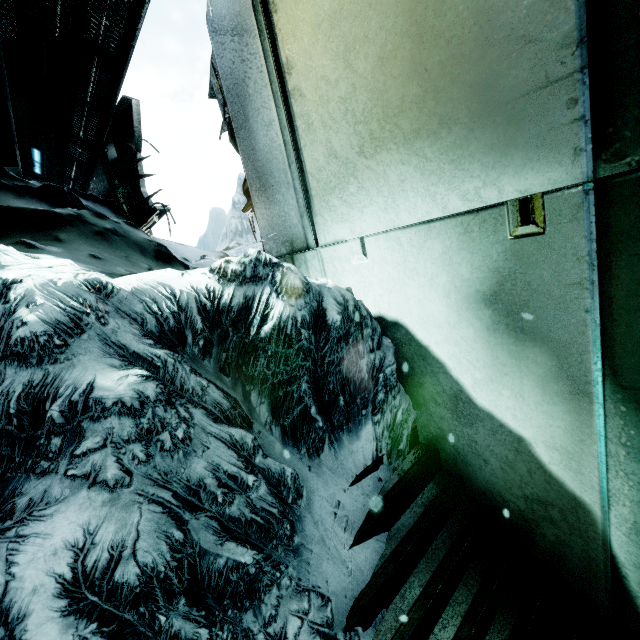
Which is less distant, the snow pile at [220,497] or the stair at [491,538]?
the snow pile at [220,497]

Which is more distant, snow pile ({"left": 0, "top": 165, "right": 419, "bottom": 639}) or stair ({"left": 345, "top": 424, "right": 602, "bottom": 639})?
stair ({"left": 345, "top": 424, "right": 602, "bottom": 639})

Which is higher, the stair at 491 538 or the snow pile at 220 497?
the snow pile at 220 497

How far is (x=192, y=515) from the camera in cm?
109

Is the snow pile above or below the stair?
above
